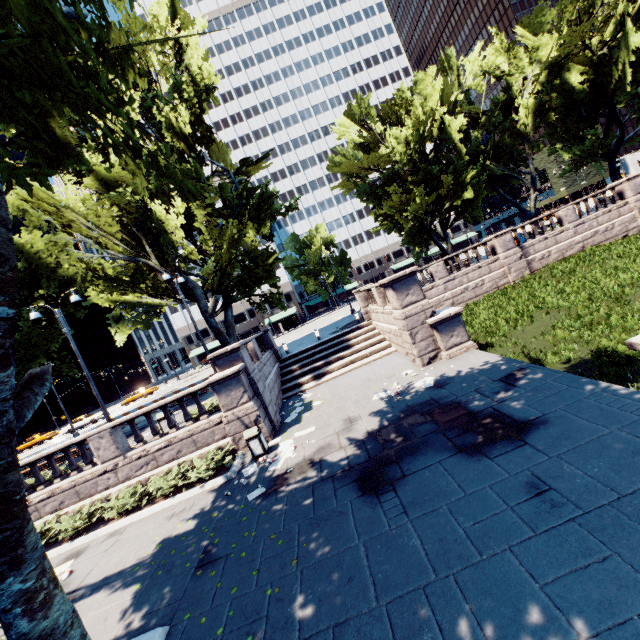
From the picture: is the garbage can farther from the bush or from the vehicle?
the vehicle

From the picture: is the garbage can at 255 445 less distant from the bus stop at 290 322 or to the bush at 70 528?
the bush at 70 528

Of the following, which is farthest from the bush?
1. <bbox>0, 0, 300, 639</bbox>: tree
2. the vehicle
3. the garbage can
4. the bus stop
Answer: the bus stop

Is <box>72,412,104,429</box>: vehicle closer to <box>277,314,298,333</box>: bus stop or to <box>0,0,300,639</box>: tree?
<box>0,0,300,639</box>: tree

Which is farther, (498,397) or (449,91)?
(449,91)

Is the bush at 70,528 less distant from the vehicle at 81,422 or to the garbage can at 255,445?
the garbage can at 255,445

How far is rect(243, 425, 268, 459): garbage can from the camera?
11.25m
